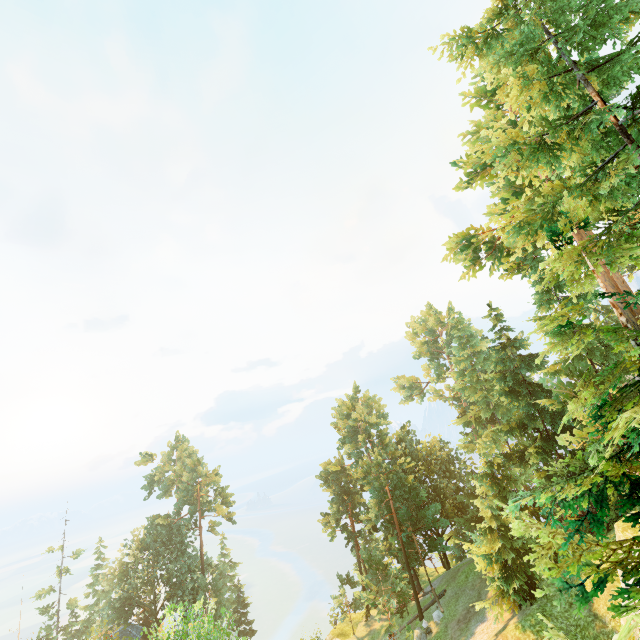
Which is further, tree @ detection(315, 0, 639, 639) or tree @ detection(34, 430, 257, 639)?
tree @ detection(34, 430, 257, 639)

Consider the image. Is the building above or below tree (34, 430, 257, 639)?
below

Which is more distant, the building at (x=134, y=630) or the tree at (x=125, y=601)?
the building at (x=134, y=630)

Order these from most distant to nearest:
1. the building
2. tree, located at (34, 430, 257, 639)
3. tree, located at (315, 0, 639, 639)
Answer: the building, tree, located at (34, 430, 257, 639), tree, located at (315, 0, 639, 639)

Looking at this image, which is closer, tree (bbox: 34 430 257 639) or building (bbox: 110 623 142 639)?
tree (bbox: 34 430 257 639)

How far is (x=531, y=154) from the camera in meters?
10.0

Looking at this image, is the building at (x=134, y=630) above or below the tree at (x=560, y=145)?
below
